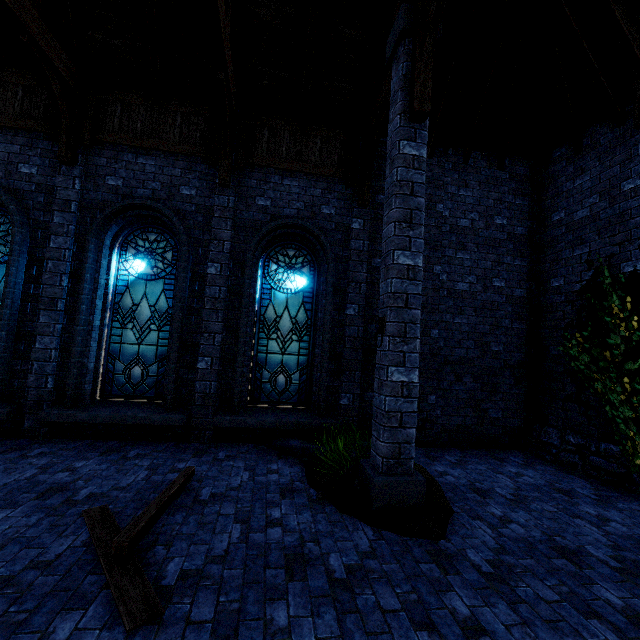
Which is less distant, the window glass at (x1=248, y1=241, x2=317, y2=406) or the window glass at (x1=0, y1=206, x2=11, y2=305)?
the window glass at (x1=0, y1=206, x2=11, y2=305)

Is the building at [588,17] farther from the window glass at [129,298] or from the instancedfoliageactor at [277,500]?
the instancedfoliageactor at [277,500]

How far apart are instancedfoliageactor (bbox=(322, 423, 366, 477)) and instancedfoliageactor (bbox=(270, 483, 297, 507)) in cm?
51

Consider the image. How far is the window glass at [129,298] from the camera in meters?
6.6

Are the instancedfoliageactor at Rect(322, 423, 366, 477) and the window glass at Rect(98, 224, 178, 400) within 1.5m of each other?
no

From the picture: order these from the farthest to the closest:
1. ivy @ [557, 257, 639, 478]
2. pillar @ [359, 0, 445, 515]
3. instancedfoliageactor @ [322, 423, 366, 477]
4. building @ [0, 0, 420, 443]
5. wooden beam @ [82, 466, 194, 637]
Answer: building @ [0, 0, 420, 443], ivy @ [557, 257, 639, 478], instancedfoliageactor @ [322, 423, 366, 477], pillar @ [359, 0, 445, 515], wooden beam @ [82, 466, 194, 637]

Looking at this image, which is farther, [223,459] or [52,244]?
[52,244]

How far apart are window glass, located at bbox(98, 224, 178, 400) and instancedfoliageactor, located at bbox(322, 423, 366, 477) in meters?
3.9
